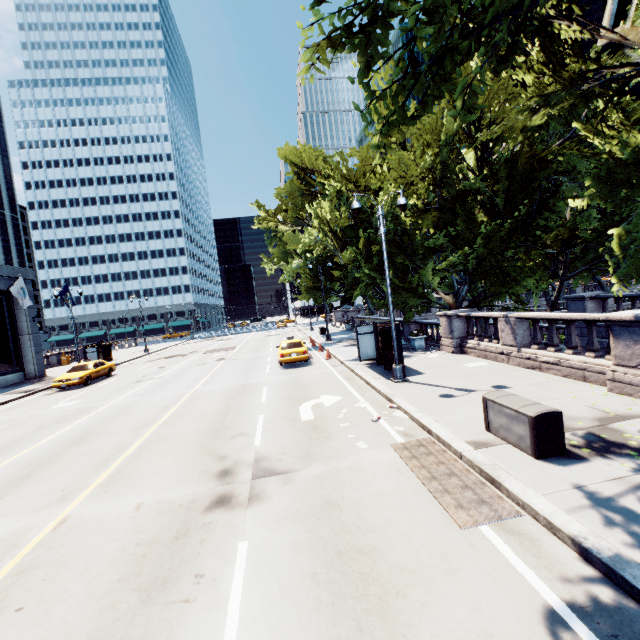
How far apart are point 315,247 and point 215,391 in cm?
1124

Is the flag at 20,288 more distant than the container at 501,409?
Yes

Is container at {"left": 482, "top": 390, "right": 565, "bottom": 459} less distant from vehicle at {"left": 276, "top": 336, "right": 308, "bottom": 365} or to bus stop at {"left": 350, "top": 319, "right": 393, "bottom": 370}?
bus stop at {"left": 350, "top": 319, "right": 393, "bottom": 370}

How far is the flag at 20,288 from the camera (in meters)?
23.88

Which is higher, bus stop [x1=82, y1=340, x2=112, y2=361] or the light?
bus stop [x1=82, y1=340, x2=112, y2=361]

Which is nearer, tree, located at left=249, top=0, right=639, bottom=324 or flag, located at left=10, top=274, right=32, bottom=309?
tree, located at left=249, top=0, right=639, bottom=324

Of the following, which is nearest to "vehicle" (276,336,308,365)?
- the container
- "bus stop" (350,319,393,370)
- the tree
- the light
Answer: "bus stop" (350,319,393,370)

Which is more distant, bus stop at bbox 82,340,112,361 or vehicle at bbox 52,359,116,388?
bus stop at bbox 82,340,112,361
